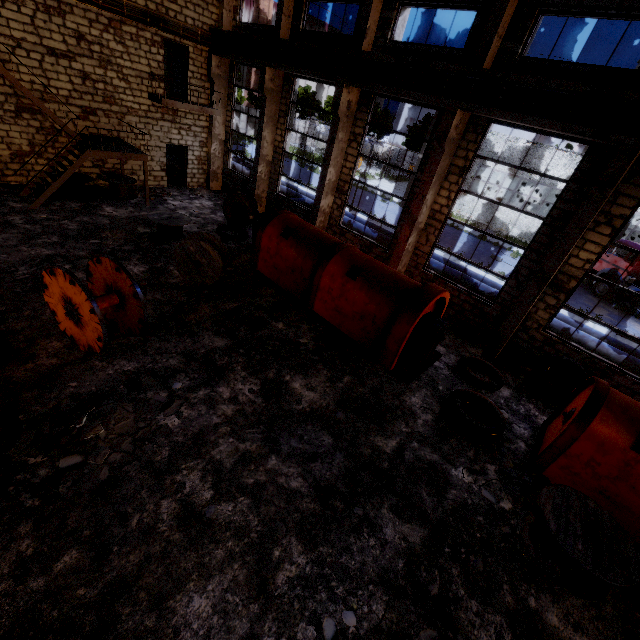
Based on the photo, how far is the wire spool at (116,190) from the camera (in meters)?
14.50

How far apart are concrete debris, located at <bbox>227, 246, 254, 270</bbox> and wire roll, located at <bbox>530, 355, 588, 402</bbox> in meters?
10.0

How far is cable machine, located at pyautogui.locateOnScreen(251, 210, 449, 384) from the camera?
8.6 meters

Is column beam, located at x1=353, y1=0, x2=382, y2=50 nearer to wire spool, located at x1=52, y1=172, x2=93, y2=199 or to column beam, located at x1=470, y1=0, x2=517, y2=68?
column beam, located at x1=470, y1=0, x2=517, y2=68

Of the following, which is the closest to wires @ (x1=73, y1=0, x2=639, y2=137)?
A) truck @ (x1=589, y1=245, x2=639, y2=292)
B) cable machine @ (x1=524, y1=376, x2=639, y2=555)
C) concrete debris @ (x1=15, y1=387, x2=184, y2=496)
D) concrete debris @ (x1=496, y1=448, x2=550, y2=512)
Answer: cable machine @ (x1=524, y1=376, x2=639, y2=555)

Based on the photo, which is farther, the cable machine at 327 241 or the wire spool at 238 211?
the wire spool at 238 211

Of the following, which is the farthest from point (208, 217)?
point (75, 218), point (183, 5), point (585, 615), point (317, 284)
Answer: point (585, 615)

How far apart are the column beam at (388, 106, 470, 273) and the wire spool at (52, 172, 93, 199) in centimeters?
1311cm
